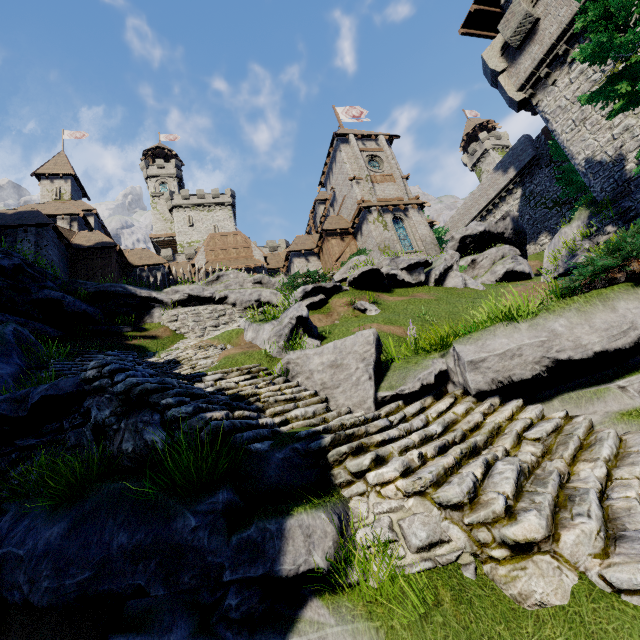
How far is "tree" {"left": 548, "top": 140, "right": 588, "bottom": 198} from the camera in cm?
2147

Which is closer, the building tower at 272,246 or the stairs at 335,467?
the stairs at 335,467

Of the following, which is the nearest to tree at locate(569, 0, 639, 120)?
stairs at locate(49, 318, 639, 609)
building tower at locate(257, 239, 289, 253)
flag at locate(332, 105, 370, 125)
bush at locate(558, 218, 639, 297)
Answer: bush at locate(558, 218, 639, 297)

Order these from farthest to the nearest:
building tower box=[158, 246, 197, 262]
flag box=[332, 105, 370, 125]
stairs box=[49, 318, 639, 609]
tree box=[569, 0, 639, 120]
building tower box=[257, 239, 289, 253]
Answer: building tower box=[257, 239, 289, 253] < building tower box=[158, 246, 197, 262] < flag box=[332, 105, 370, 125] < tree box=[569, 0, 639, 120] < stairs box=[49, 318, 639, 609]

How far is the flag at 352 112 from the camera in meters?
37.9 m

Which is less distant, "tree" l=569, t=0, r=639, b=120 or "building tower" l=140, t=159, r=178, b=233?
"tree" l=569, t=0, r=639, b=120

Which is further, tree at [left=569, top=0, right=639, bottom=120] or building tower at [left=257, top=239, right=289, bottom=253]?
building tower at [left=257, top=239, right=289, bottom=253]

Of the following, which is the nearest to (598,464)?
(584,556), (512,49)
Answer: (584,556)
